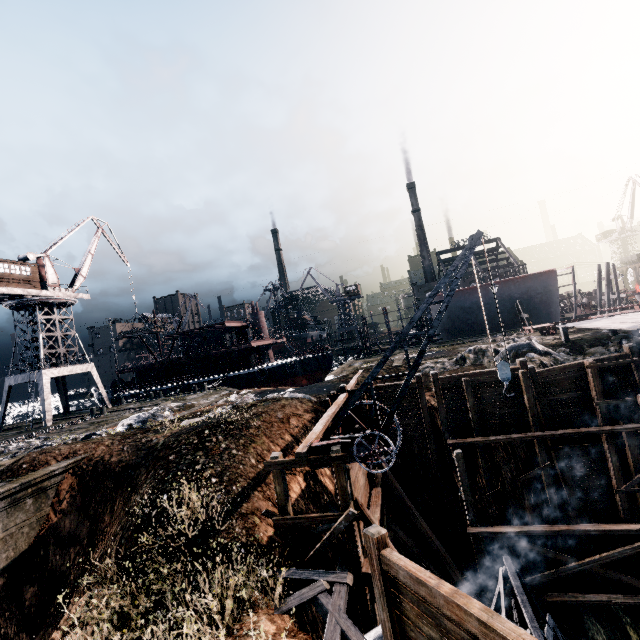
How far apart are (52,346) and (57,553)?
31.38m

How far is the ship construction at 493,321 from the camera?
42.6 meters

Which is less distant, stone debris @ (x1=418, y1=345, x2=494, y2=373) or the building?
stone debris @ (x1=418, y1=345, x2=494, y2=373)

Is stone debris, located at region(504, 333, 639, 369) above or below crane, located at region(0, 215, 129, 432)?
below

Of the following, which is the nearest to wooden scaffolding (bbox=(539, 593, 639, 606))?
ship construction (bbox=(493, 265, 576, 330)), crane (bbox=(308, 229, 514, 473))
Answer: crane (bbox=(308, 229, 514, 473))

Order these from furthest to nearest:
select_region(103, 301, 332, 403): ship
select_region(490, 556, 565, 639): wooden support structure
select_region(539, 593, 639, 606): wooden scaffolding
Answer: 1. select_region(103, 301, 332, 403): ship
2. select_region(539, 593, 639, 606): wooden scaffolding
3. select_region(490, 556, 565, 639): wooden support structure

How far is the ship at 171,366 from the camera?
42.5m

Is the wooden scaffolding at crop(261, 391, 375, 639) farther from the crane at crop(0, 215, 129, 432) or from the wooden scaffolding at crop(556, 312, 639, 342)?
the crane at crop(0, 215, 129, 432)
